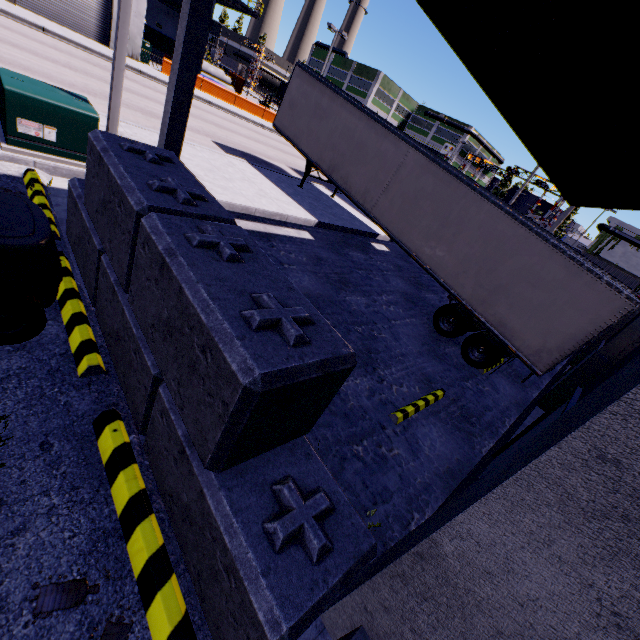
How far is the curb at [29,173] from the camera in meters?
4.8

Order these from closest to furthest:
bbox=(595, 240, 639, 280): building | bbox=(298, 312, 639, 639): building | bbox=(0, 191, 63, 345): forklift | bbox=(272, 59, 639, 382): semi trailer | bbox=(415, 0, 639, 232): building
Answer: bbox=(298, 312, 639, 639): building, bbox=(0, 191, 63, 345): forklift, bbox=(415, 0, 639, 232): building, bbox=(272, 59, 639, 382): semi trailer, bbox=(595, 240, 639, 280): building

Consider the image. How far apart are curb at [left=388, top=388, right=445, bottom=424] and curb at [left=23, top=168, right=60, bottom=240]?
6.26m

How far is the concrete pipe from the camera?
37.31m

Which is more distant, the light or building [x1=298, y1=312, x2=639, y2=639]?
the light

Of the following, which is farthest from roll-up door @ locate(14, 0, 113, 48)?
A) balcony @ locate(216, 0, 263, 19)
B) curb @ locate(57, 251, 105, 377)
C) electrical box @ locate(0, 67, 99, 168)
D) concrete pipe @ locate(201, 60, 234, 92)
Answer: concrete pipe @ locate(201, 60, 234, 92)

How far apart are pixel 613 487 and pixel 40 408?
4.1 meters

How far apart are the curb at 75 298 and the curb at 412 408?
4.8m
